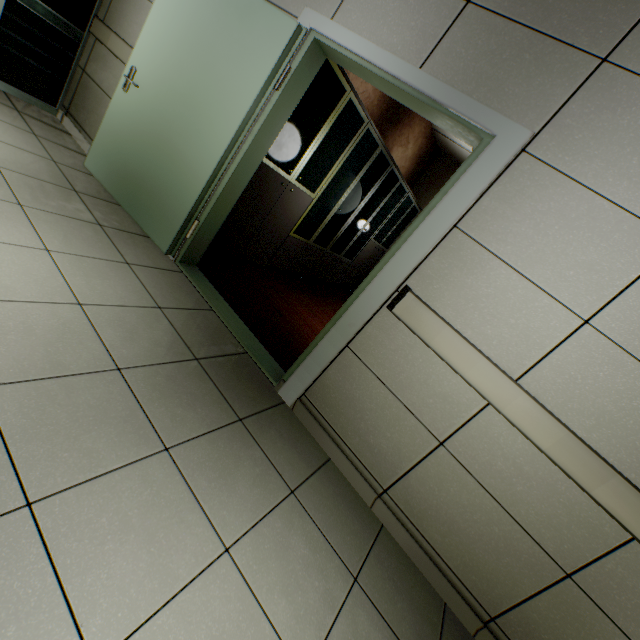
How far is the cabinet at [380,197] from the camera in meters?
3.1 m

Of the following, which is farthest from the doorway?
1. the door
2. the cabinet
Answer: the cabinet

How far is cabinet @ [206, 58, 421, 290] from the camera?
3.1m

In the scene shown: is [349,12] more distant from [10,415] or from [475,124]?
[10,415]

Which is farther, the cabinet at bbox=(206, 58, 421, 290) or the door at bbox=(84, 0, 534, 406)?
the cabinet at bbox=(206, 58, 421, 290)

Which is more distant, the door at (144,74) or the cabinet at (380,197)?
the cabinet at (380,197)

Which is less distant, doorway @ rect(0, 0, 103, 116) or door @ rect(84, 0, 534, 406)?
door @ rect(84, 0, 534, 406)
